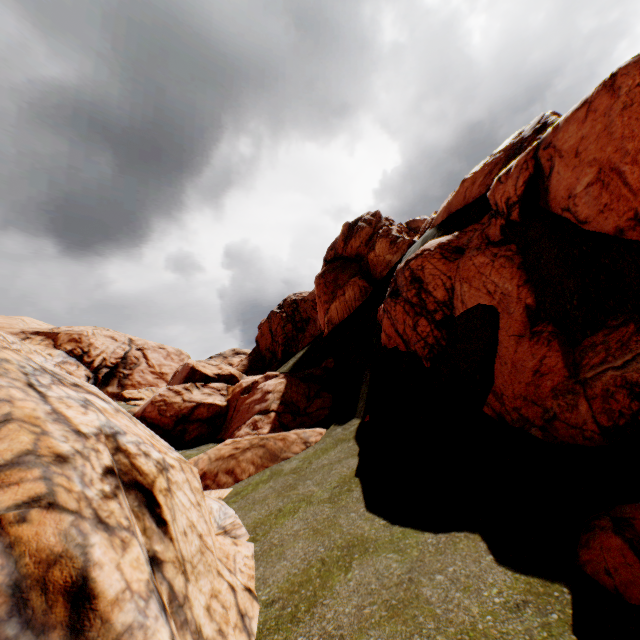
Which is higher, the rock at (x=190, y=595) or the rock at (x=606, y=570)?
the rock at (x=190, y=595)

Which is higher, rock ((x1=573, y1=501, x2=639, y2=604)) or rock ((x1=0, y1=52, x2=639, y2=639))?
rock ((x1=0, y1=52, x2=639, y2=639))

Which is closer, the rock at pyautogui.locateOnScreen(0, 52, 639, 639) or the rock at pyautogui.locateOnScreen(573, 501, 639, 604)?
the rock at pyautogui.locateOnScreen(0, 52, 639, 639)

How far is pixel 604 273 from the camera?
8.01m

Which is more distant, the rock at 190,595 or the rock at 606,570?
the rock at 606,570
